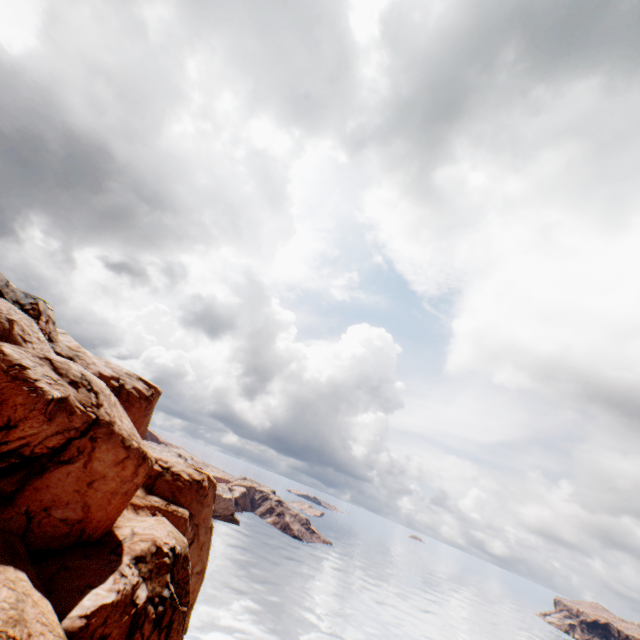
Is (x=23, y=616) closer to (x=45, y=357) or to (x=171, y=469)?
(x=45, y=357)
